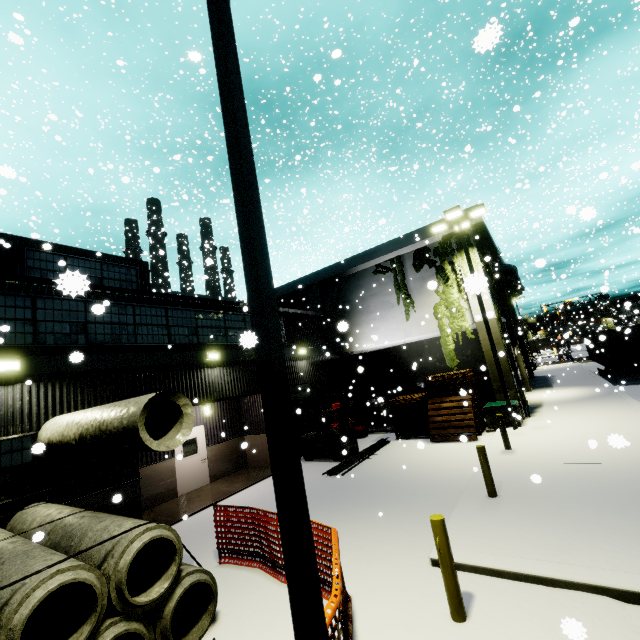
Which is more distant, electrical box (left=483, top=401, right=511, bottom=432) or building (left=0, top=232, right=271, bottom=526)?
electrical box (left=483, top=401, right=511, bottom=432)

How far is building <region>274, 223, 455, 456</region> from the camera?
17.59m

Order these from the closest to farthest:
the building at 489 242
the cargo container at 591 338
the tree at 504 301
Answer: the tree at 504 301 → the building at 489 242 → the cargo container at 591 338

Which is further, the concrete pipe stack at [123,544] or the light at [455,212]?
the light at [455,212]

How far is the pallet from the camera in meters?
13.9 m

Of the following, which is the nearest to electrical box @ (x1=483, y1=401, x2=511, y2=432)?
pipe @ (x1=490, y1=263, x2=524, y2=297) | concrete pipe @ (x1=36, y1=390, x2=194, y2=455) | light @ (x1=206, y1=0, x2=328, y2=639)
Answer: concrete pipe @ (x1=36, y1=390, x2=194, y2=455)

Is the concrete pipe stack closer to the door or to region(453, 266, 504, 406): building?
region(453, 266, 504, 406): building

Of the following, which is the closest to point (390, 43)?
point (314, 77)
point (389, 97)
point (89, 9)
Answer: point (389, 97)
